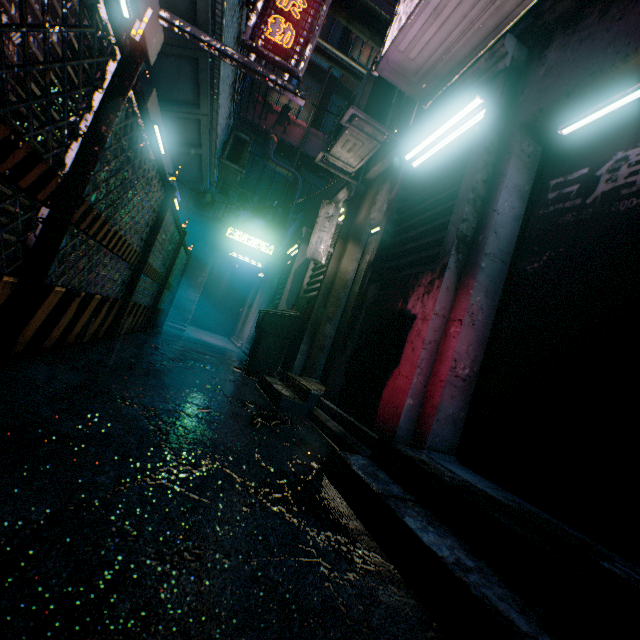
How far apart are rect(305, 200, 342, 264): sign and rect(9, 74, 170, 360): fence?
1.75m

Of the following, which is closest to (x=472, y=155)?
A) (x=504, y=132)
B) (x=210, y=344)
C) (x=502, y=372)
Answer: (x=504, y=132)

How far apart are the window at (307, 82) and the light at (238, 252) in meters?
5.3 m

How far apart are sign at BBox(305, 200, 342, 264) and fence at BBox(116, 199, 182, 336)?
1.7m

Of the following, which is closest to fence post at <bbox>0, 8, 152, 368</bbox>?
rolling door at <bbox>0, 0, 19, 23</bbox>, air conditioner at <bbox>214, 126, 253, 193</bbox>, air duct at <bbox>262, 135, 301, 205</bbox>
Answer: rolling door at <bbox>0, 0, 19, 23</bbox>

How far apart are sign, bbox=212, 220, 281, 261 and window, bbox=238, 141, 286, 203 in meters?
2.1 m

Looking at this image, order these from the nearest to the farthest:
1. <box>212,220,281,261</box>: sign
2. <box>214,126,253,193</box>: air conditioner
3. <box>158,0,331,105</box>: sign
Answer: <box>158,0,331,105</box>: sign
<box>214,126,253,193</box>: air conditioner
<box>212,220,281,261</box>: sign

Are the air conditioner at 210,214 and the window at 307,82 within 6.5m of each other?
yes
